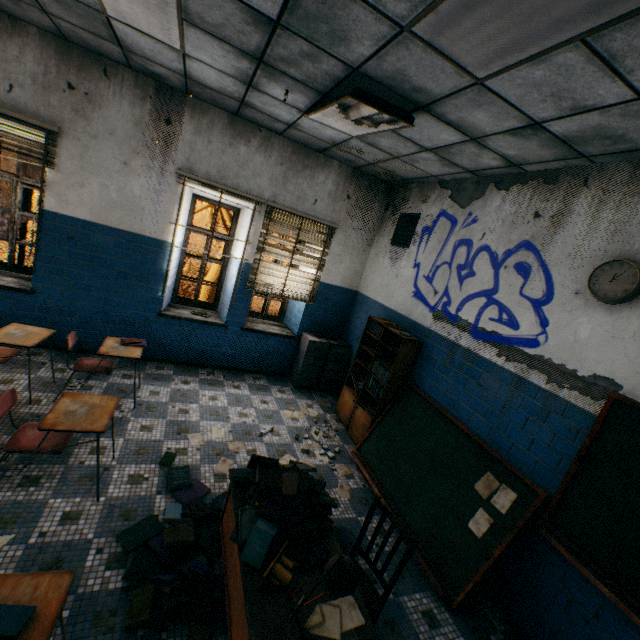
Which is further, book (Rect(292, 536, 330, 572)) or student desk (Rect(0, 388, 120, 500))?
student desk (Rect(0, 388, 120, 500))

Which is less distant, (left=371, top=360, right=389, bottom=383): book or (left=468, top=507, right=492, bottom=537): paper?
(left=468, top=507, right=492, bottom=537): paper

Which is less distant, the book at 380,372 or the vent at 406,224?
the book at 380,372

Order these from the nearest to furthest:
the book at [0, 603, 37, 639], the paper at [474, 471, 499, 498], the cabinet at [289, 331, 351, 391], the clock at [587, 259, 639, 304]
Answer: the book at [0, 603, 37, 639] < the clock at [587, 259, 639, 304] < the paper at [474, 471, 499, 498] < the cabinet at [289, 331, 351, 391]

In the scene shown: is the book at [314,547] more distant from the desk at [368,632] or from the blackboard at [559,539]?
the blackboard at [559,539]

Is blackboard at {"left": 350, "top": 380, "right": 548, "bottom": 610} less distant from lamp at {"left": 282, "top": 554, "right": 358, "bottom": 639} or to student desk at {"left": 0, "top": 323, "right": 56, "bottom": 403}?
lamp at {"left": 282, "top": 554, "right": 358, "bottom": 639}

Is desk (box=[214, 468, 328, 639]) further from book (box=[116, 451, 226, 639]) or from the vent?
the vent

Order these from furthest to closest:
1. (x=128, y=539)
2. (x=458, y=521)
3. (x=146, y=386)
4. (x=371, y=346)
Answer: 1. (x=371, y=346)
2. (x=146, y=386)
3. (x=458, y=521)
4. (x=128, y=539)
